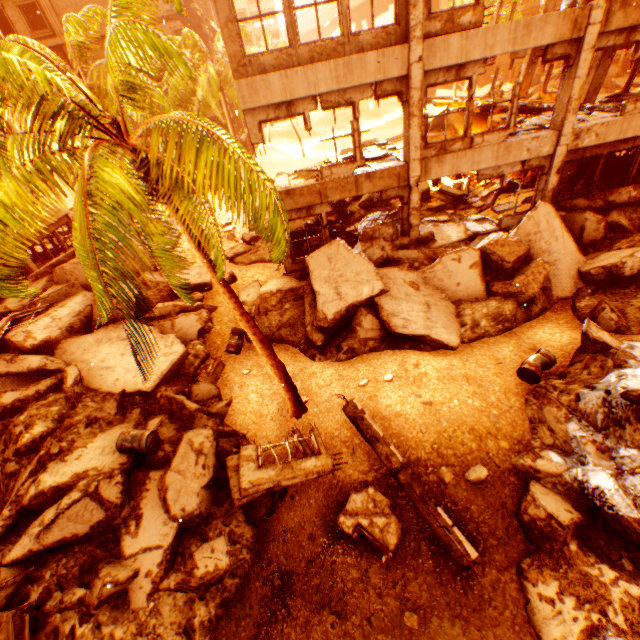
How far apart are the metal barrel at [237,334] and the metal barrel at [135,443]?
3.75m

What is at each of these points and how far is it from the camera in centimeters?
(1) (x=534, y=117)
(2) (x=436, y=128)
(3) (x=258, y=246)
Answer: (1) floor rubble, 1318cm
(2) rock pile, 2392cm
(3) rock pile, 1673cm

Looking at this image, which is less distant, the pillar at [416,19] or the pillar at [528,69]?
the pillar at [416,19]

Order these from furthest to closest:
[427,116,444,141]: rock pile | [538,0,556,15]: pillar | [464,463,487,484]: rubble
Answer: [427,116,444,141]: rock pile
[538,0,556,15]: pillar
[464,463,487,484]: rubble

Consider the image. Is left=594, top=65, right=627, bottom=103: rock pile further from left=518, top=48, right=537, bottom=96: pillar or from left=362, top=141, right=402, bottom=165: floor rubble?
left=362, top=141, right=402, bottom=165: floor rubble

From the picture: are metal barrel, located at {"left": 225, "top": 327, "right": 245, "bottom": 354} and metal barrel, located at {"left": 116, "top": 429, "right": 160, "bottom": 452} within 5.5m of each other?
yes

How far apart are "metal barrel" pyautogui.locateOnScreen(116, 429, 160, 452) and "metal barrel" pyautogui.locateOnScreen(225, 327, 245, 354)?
3.75m

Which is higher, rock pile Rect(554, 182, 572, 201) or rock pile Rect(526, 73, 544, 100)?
rock pile Rect(526, 73, 544, 100)
